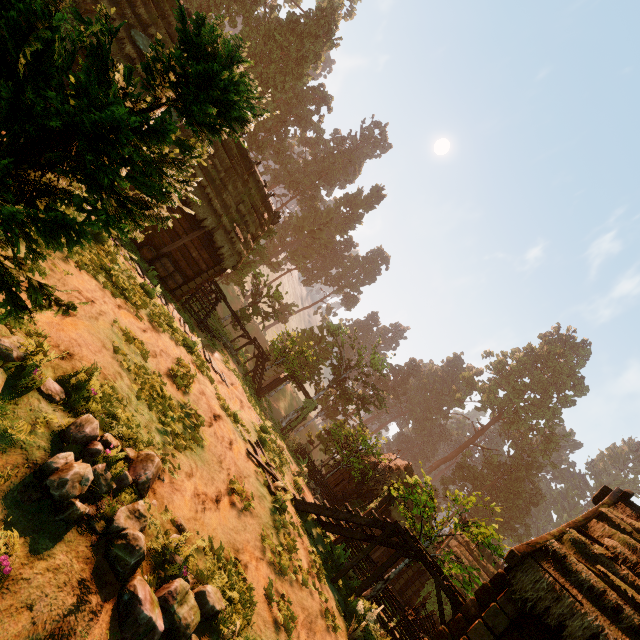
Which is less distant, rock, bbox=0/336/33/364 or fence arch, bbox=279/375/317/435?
rock, bbox=0/336/33/364

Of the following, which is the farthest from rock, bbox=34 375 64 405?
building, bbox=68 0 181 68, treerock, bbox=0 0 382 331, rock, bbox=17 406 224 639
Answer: building, bbox=68 0 181 68

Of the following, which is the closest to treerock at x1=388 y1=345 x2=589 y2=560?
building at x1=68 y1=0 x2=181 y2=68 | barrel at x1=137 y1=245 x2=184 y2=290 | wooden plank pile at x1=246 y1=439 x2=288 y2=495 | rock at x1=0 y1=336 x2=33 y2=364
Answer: building at x1=68 y1=0 x2=181 y2=68

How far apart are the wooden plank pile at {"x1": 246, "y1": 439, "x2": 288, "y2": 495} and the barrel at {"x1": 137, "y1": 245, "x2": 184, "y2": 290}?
8.3 meters

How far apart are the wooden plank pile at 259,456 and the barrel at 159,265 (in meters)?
8.29

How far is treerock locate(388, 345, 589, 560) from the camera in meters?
11.2 m

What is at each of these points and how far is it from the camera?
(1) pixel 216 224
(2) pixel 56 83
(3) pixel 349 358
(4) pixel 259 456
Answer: (1) building, 15.4m
(2) treerock, 1.8m
(3) treerock, 36.1m
(4) wooden plank pile, 9.4m

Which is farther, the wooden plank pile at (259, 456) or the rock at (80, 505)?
the wooden plank pile at (259, 456)
